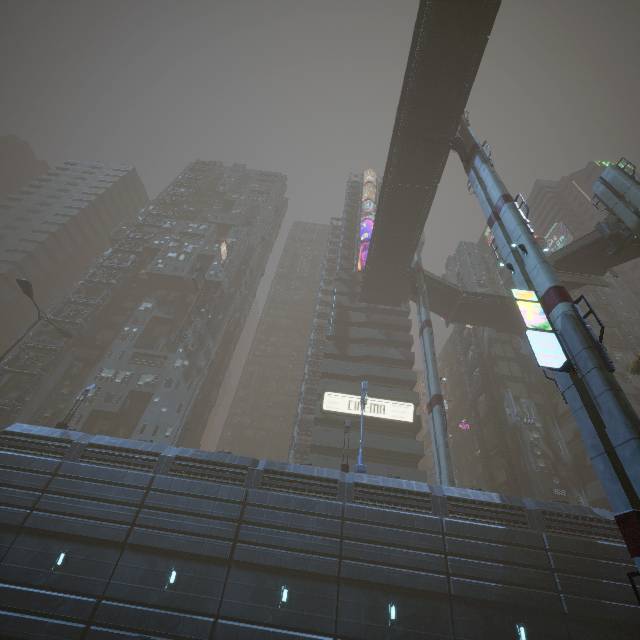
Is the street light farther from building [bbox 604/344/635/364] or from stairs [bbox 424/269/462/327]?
stairs [bbox 424/269/462/327]

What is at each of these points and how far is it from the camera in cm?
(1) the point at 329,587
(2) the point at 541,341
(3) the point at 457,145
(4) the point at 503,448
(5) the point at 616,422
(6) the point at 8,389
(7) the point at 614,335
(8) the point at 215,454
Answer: (1) building, 1716
(2) sign, 1346
(3) building structure, 2897
(4) building structure, 3556
(5) sm, 1072
(6) building, 3950
(7) building, 4891
(8) building, 2205

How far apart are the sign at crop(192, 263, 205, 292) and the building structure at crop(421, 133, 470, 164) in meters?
32.5

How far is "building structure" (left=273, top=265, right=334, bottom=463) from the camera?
39.0m

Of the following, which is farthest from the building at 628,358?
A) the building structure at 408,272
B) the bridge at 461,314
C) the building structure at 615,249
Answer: the building structure at 615,249

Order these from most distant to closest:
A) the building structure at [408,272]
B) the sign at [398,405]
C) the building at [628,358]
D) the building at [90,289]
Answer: the building at [90,289]
the building at [628,358]
the building structure at [408,272]
the sign at [398,405]

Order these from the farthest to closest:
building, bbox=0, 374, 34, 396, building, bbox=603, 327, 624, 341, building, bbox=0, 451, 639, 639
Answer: building, bbox=603, 327, 624, 341
building, bbox=0, 374, 34, 396
building, bbox=0, 451, 639, 639

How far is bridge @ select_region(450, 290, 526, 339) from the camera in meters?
40.8 m
